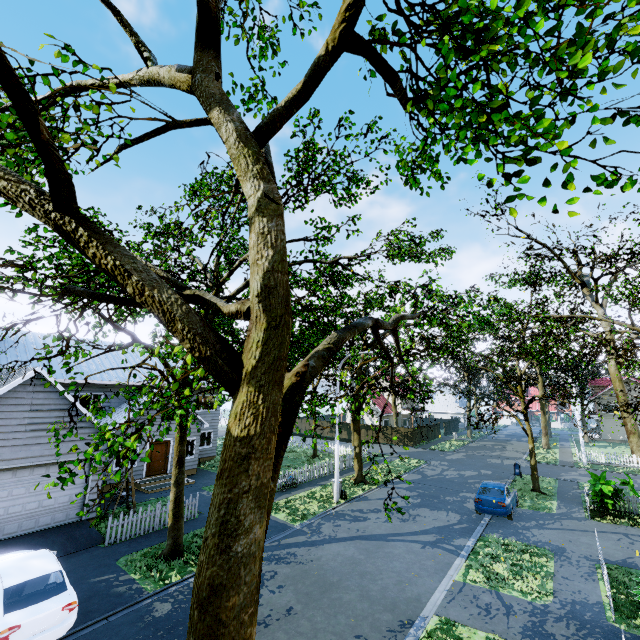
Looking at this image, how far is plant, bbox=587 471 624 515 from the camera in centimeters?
1645cm

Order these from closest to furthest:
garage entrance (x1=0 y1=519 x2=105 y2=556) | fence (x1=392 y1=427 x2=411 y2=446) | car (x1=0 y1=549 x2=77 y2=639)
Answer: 1. car (x1=0 y1=549 x2=77 y2=639)
2. garage entrance (x1=0 y1=519 x2=105 y2=556)
3. fence (x1=392 y1=427 x2=411 y2=446)

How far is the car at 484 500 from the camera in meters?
16.2 m

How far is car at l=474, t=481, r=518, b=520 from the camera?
16.2 meters

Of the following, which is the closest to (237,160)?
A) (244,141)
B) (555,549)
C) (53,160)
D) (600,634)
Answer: (244,141)

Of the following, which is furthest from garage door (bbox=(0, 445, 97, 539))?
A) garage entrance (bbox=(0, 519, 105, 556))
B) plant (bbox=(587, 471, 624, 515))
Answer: plant (bbox=(587, 471, 624, 515))

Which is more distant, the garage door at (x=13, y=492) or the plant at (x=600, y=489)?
the plant at (x=600, y=489)

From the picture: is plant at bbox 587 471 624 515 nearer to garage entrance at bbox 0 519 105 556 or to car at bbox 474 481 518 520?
car at bbox 474 481 518 520
